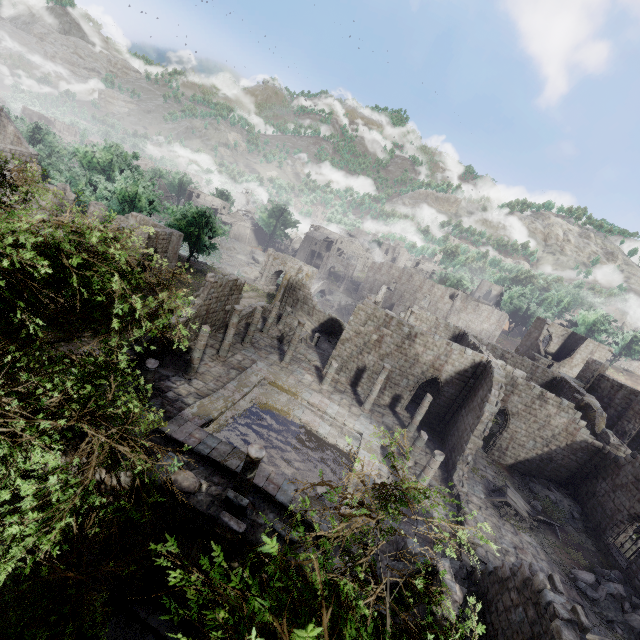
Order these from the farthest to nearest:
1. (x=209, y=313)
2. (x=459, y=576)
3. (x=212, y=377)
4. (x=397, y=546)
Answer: (x=209, y=313), (x=212, y=377), (x=397, y=546), (x=459, y=576)

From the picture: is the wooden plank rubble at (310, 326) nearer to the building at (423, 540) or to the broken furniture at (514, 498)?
the building at (423, 540)

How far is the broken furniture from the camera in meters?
18.7

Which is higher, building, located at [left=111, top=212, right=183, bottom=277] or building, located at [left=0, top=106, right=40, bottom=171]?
building, located at [left=0, top=106, right=40, bottom=171]

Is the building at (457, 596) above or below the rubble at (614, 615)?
above

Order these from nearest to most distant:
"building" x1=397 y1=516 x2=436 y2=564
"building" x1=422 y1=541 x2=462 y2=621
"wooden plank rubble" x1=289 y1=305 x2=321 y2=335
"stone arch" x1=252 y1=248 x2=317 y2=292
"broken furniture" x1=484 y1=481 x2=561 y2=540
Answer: "building" x1=422 y1=541 x2=462 y2=621 → "building" x1=397 y1=516 x2=436 y2=564 → "broken furniture" x1=484 y1=481 x2=561 y2=540 → "wooden plank rubble" x1=289 y1=305 x2=321 y2=335 → "stone arch" x1=252 y1=248 x2=317 y2=292

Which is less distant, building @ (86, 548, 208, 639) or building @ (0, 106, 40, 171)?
building @ (86, 548, 208, 639)

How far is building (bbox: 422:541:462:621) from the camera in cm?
583
